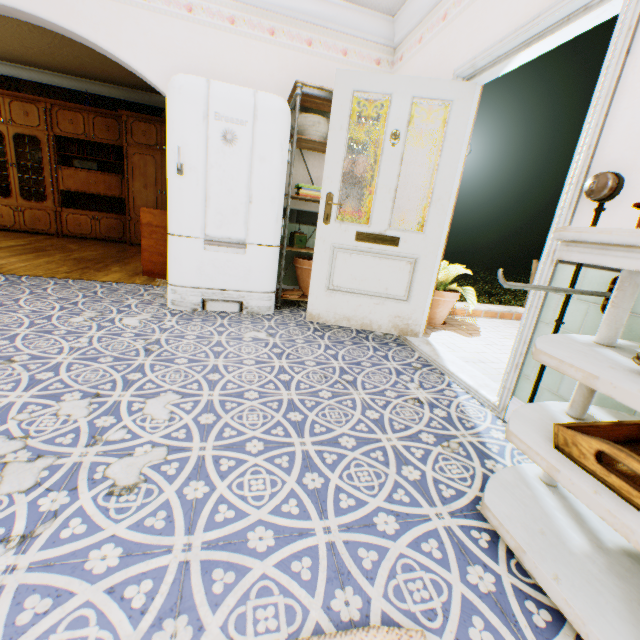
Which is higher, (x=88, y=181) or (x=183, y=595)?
(x=88, y=181)

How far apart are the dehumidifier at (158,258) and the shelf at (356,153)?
1.70m

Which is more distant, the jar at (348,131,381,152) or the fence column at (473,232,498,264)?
the fence column at (473,232,498,264)

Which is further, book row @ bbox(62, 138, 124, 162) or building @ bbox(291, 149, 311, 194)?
book row @ bbox(62, 138, 124, 162)

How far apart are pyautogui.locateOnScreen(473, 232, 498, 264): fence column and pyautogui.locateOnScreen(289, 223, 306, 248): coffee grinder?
21.05m

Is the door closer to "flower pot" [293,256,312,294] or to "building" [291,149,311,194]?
"building" [291,149,311,194]

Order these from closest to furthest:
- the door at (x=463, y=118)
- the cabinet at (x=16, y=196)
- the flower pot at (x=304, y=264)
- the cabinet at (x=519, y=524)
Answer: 1. the cabinet at (x=519, y=524)
2. the door at (x=463, y=118)
3. the flower pot at (x=304, y=264)
4. the cabinet at (x=16, y=196)

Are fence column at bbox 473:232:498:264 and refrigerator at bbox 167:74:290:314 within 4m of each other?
no
